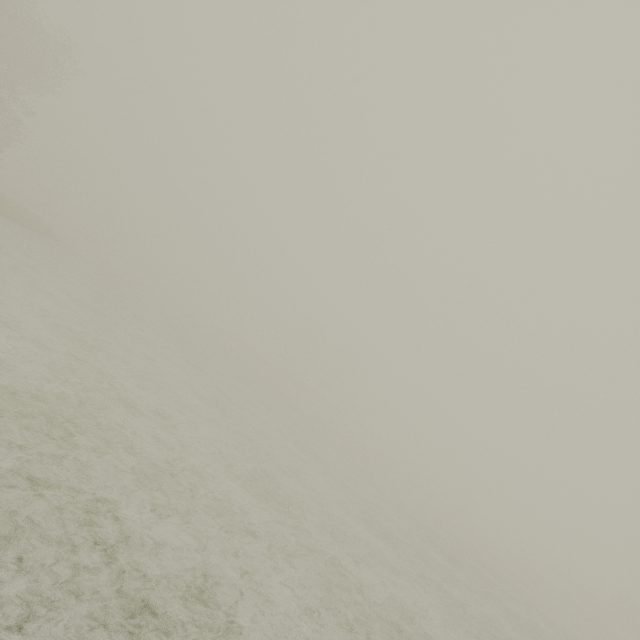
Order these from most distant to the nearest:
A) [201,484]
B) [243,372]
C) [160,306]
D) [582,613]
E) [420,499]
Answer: [160,306]
[243,372]
[420,499]
[582,613]
[201,484]
